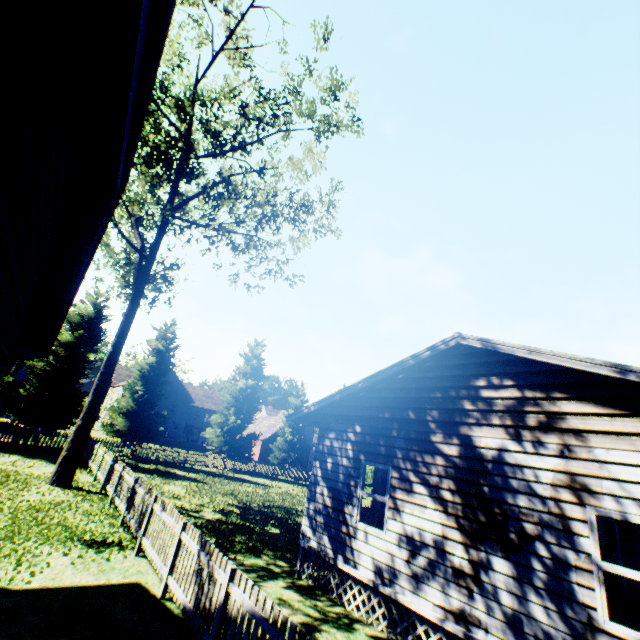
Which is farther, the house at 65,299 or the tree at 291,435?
the tree at 291,435

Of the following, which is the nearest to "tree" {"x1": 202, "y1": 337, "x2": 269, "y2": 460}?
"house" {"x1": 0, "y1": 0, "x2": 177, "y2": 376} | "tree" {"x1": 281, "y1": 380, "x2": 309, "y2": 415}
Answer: "tree" {"x1": 281, "y1": 380, "x2": 309, "y2": 415}

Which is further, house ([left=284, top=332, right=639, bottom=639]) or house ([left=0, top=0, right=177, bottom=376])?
house ([left=284, top=332, right=639, bottom=639])

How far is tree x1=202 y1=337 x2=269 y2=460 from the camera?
32.2m

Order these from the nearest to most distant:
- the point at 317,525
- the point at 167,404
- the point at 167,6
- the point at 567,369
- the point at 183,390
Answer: the point at 167,6
the point at 567,369
the point at 317,525
the point at 167,404
the point at 183,390

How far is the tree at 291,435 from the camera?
36.3 meters

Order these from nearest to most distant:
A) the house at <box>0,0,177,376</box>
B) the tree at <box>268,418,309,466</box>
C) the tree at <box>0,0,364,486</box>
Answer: the house at <box>0,0,177,376</box>, the tree at <box>0,0,364,486</box>, the tree at <box>268,418,309,466</box>

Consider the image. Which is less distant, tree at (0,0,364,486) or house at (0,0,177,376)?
house at (0,0,177,376)
